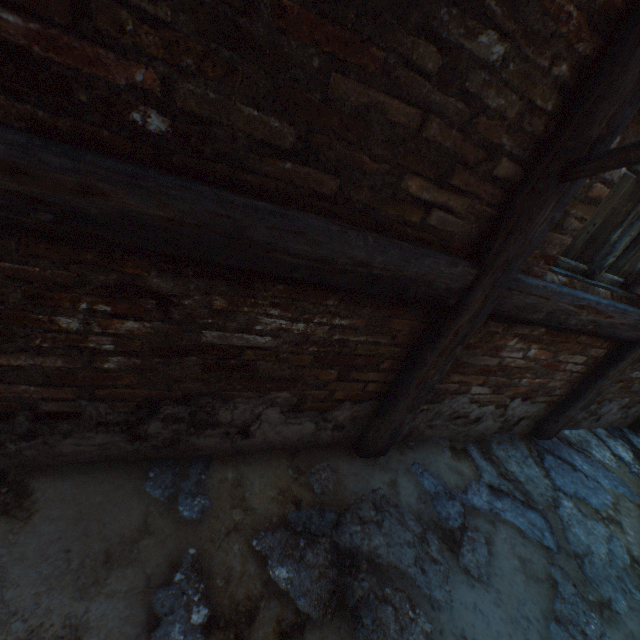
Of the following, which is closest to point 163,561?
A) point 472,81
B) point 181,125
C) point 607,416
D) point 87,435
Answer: point 87,435

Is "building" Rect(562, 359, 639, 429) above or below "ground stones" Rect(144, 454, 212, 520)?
above

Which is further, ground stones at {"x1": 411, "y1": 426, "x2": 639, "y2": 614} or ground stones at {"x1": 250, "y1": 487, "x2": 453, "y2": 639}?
ground stones at {"x1": 411, "y1": 426, "x2": 639, "y2": 614}

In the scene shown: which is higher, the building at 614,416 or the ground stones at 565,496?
the building at 614,416

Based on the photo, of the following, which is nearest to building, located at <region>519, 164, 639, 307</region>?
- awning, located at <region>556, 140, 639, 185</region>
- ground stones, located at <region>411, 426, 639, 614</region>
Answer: awning, located at <region>556, 140, 639, 185</region>

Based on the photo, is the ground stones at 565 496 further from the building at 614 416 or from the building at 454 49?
the building at 454 49

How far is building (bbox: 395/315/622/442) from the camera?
2.0 meters

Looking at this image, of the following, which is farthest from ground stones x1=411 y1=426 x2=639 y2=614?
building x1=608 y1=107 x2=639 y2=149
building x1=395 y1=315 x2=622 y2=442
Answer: building x1=608 y1=107 x2=639 y2=149
